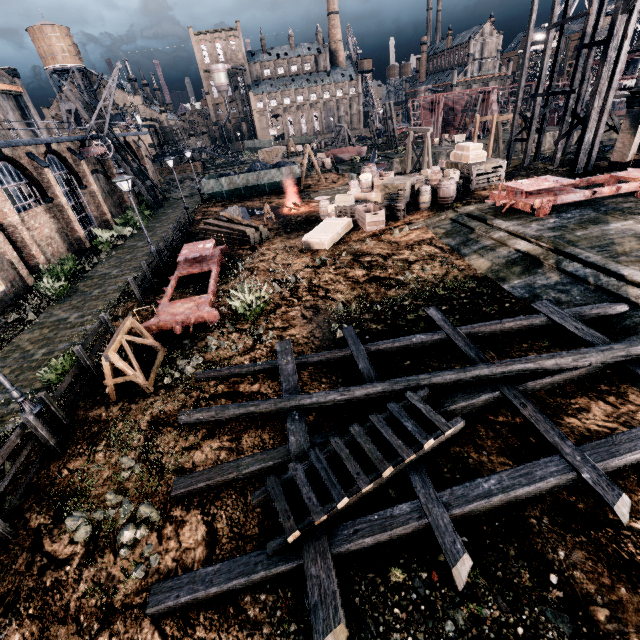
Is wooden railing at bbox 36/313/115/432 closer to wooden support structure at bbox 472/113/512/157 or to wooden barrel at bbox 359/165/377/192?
wooden barrel at bbox 359/165/377/192

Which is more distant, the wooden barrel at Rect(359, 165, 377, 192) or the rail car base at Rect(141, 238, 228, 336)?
the wooden barrel at Rect(359, 165, 377, 192)

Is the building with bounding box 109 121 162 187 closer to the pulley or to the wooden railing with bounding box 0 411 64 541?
the wooden railing with bounding box 0 411 64 541

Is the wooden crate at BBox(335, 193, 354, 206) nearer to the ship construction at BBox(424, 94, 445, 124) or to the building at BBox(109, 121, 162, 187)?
the building at BBox(109, 121, 162, 187)

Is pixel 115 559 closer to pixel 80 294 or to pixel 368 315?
pixel 368 315

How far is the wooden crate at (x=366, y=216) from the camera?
18.1m

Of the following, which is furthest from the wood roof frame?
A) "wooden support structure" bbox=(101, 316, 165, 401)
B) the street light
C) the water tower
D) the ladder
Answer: the water tower

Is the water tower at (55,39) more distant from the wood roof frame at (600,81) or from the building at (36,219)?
the wood roof frame at (600,81)
